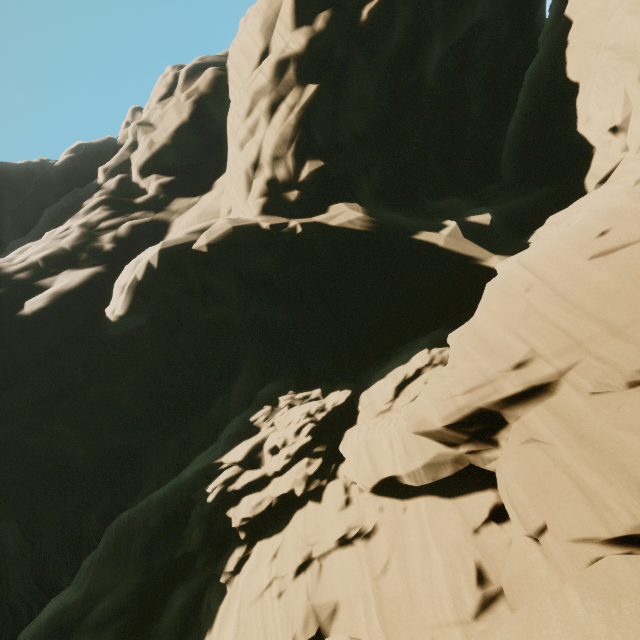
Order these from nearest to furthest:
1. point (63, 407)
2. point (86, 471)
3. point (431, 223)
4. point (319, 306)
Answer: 1. point (431, 223)
2. point (319, 306)
3. point (63, 407)
4. point (86, 471)
